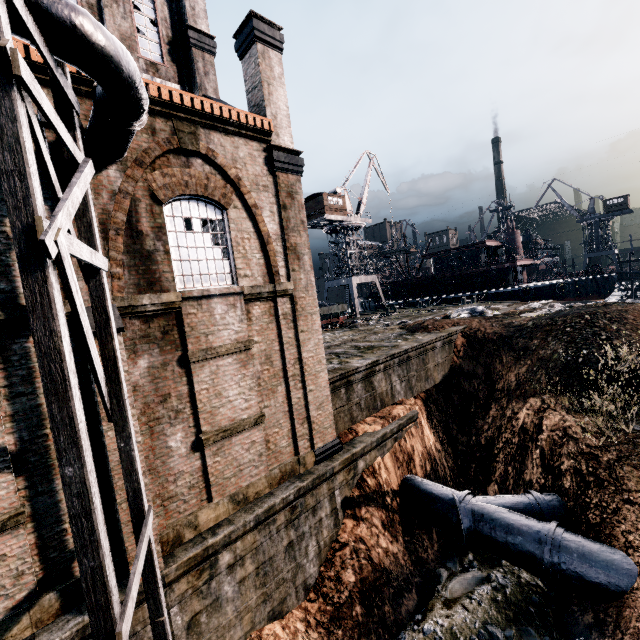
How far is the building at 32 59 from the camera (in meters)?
6.90

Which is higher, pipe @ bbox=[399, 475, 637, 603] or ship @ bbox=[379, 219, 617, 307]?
ship @ bbox=[379, 219, 617, 307]

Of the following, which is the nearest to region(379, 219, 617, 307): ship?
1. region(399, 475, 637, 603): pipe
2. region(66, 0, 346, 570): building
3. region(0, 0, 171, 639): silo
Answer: region(399, 475, 637, 603): pipe

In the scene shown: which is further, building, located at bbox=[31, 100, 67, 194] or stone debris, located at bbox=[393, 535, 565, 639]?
stone debris, located at bbox=[393, 535, 565, 639]

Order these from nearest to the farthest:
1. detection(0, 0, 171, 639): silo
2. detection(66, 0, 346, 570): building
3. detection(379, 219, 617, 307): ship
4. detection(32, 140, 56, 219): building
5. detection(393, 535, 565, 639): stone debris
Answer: detection(0, 0, 171, 639): silo
detection(32, 140, 56, 219): building
detection(66, 0, 346, 570): building
detection(393, 535, 565, 639): stone debris
detection(379, 219, 617, 307): ship

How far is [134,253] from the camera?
8.6 meters

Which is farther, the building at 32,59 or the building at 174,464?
the building at 174,464

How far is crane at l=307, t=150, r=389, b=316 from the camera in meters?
45.4 m
